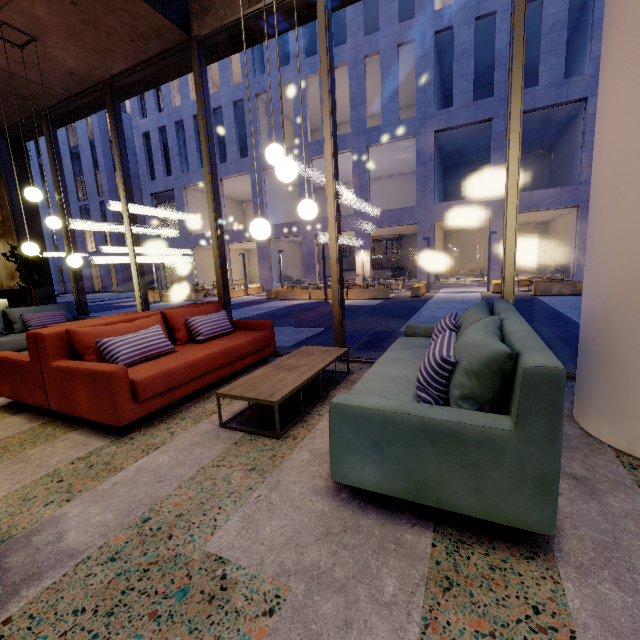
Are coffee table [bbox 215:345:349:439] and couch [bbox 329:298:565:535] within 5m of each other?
yes

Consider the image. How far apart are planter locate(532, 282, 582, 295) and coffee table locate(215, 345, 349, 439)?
12.7 meters

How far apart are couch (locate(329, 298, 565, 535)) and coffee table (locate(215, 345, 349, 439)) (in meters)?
0.54

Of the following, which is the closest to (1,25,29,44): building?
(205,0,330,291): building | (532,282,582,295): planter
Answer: (532,282,582,295): planter

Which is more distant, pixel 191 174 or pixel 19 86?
pixel 191 174

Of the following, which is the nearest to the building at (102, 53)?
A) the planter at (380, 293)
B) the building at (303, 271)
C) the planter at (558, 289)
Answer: the planter at (380, 293)

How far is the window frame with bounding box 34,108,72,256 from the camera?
6.28m

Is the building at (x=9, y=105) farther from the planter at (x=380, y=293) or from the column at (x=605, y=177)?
the planter at (x=380, y=293)
